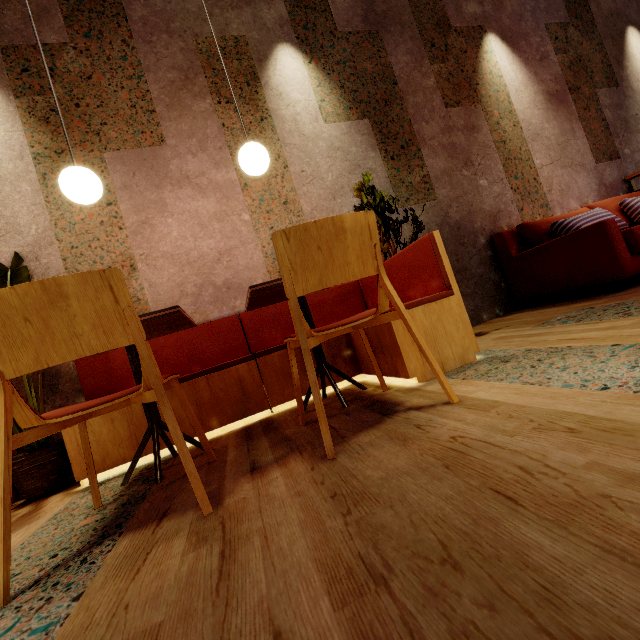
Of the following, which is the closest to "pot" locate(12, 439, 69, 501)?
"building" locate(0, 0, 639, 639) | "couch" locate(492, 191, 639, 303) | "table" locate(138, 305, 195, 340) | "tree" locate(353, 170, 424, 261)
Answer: "building" locate(0, 0, 639, 639)

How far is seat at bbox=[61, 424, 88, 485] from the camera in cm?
191

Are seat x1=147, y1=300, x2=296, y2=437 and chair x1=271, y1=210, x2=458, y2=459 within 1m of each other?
yes

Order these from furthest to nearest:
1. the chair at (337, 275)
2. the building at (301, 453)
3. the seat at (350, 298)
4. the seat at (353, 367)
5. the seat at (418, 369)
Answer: the seat at (350, 298), the seat at (353, 367), the seat at (418, 369), the chair at (337, 275), the building at (301, 453)

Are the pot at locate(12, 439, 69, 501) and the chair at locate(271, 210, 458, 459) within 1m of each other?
no

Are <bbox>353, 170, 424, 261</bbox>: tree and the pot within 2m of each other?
no

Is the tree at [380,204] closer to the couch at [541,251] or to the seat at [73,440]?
the seat at [73,440]

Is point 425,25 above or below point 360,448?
above
